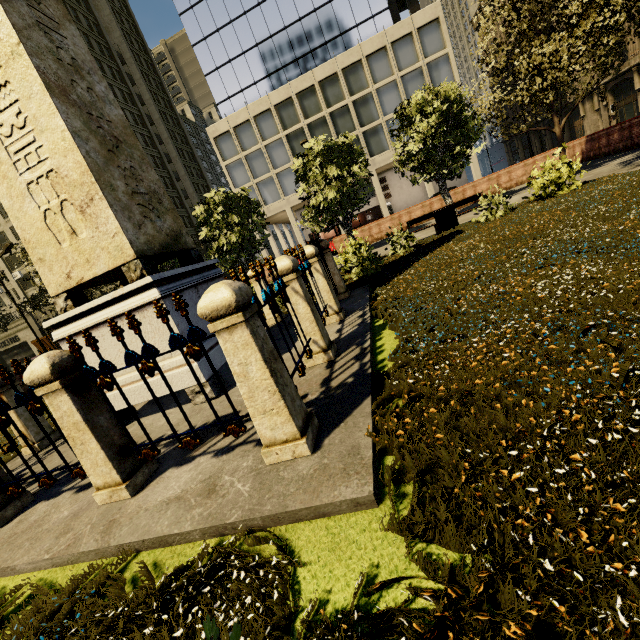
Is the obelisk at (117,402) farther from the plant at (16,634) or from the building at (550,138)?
the building at (550,138)

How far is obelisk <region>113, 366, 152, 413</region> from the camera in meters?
4.4

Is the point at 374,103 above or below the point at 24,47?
above

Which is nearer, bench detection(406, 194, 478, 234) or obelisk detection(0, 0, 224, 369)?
obelisk detection(0, 0, 224, 369)

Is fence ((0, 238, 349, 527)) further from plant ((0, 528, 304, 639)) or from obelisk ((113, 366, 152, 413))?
obelisk ((113, 366, 152, 413))

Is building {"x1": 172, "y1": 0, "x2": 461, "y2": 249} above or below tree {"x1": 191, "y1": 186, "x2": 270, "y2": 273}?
above

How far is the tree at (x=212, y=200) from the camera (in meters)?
16.33

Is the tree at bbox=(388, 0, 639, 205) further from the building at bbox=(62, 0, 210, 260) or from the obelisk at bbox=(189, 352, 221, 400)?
the obelisk at bbox=(189, 352, 221, 400)
